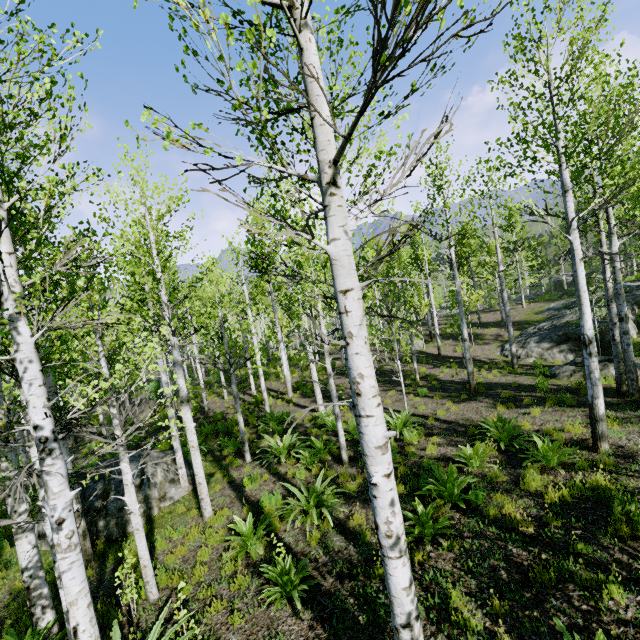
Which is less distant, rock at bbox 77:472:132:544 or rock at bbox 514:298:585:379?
rock at bbox 77:472:132:544

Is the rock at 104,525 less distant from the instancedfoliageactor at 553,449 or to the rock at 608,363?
the rock at 608,363

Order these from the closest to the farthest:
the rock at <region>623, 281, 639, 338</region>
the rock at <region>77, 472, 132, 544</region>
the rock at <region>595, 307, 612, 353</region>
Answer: the rock at <region>77, 472, 132, 544</region> < the rock at <region>595, 307, 612, 353</region> < the rock at <region>623, 281, 639, 338</region>

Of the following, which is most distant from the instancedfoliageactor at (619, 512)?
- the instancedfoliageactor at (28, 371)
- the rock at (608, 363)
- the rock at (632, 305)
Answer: the rock at (608, 363)

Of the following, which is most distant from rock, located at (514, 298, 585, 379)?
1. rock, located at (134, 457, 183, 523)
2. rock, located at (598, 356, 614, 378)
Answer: rock, located at (134, 457, 183, 523)

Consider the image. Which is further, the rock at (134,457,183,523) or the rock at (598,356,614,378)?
the rock at (598,356,614,378)

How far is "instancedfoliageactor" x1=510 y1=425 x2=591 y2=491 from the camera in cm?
607

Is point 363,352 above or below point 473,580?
above
